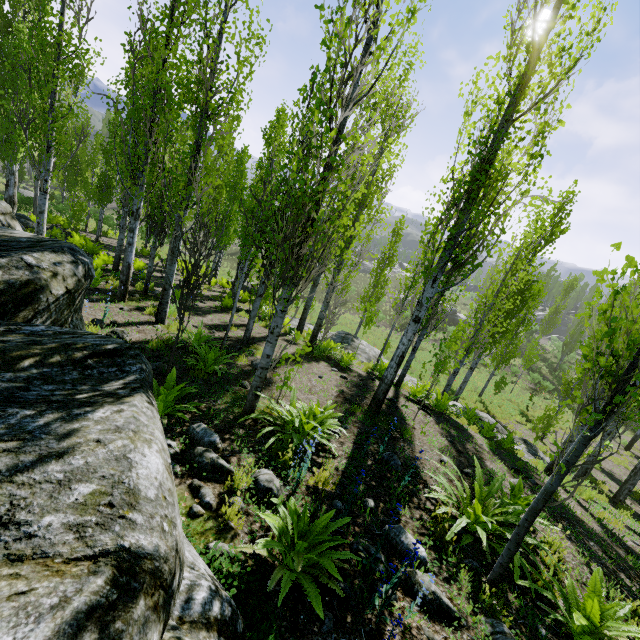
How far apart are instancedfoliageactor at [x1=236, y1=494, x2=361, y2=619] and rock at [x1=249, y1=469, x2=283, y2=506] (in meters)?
0.55

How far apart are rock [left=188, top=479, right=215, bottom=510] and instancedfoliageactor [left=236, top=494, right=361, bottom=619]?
0.7m

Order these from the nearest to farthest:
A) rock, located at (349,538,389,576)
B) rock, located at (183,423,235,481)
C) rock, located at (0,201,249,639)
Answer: rock, located at (0,201,249,639)
rock, located at (349,538,389,576)
rock, located at (183,423,235,481)

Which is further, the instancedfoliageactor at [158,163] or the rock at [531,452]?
the rock at [531,452]

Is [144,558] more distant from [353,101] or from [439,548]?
[353,101]

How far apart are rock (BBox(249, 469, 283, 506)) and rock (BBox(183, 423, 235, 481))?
0.20m

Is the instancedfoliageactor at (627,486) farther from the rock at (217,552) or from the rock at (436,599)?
the rock at (217,552)

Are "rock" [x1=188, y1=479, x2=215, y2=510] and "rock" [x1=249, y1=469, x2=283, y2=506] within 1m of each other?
yes
